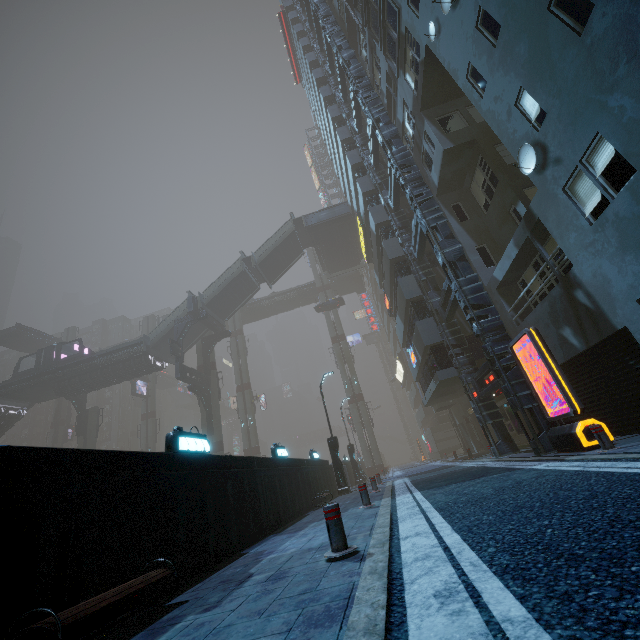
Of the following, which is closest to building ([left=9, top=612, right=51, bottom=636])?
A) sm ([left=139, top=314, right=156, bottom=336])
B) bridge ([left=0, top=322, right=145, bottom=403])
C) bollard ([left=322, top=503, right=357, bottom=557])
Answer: bridge ([left=0, top=322, right=145, bottom=403])

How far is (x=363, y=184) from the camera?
23.0 meters

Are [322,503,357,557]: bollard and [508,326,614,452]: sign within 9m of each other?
yes

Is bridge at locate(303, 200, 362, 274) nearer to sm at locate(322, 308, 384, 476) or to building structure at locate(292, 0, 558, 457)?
sm at locate(322, 308, 384, 476)

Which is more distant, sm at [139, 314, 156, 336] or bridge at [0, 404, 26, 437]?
sm at [139, 314, 156, 336]

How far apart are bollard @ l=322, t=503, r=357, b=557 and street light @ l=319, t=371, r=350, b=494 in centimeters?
1439cm

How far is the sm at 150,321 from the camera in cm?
5472

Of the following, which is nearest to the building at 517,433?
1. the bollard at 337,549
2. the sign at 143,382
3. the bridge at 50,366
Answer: the bridge at 50,366
